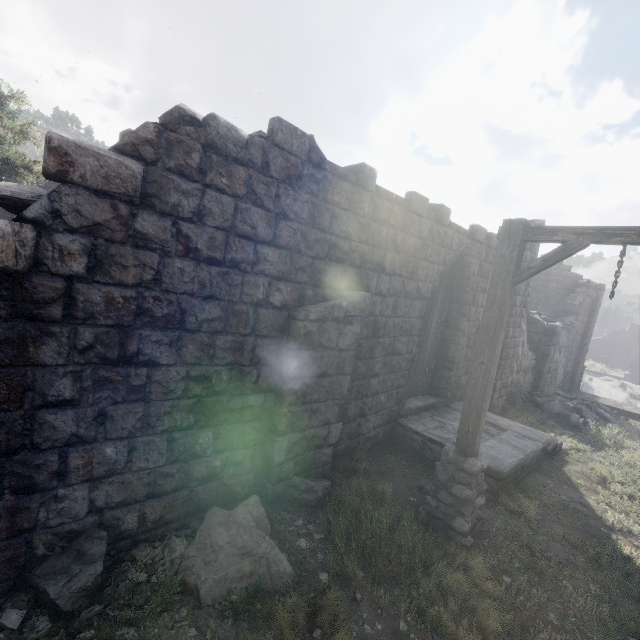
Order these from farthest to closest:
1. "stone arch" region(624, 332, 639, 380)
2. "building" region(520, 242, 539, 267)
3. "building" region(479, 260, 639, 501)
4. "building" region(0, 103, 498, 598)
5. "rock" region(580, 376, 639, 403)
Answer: "stone arch" region(624, 332, 639, 380) → "rock" region(580, 376, 639, 403) → "building" region(520, 242, 539, 267) → "building" region(479, 260, 639, 501) → "building" region(0, 103, 498, 598)

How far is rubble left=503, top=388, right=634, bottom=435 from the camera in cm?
1190

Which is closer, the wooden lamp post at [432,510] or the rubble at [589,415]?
the wooden lamp post at [432,510]

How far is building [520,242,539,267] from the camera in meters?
10.1

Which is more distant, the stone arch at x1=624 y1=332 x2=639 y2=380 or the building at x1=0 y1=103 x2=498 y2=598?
the stone arch at x1=624 y1=332 x2=639 y2=380

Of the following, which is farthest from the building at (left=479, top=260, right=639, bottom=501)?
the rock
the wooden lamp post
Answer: the rock

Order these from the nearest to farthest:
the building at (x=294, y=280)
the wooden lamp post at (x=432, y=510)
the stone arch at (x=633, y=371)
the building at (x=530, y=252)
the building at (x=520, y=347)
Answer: the building at (x=294, y=280) → the wooden lamp post at (x=432, y=510) → the building at (x=520, y=347) → the building at (x=530, y=252) → the stone arch at (x=633, y=371)

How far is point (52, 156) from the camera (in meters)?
2.69
